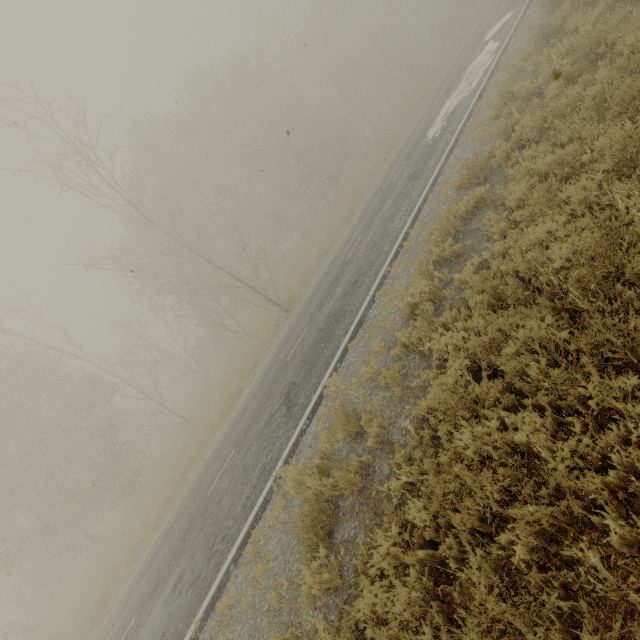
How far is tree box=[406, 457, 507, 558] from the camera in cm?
334

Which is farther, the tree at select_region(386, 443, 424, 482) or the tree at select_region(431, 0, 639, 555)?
the tree at select_region(386, 443, 424, 482)

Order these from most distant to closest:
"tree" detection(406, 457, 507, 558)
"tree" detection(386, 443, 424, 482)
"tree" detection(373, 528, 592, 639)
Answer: "tree" detection(386, 443, 424, 482) < "tree" detection(406, 457, 507, 558) < "tree" detection(373, 528, 592, 639)

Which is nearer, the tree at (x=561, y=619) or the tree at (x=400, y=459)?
the tree at (x=561, y=619)

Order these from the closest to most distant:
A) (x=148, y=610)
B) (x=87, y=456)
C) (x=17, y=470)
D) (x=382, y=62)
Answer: (x=148, y=610), (x=17, y=470), (x=87, y=456), (x=382, y=62)
